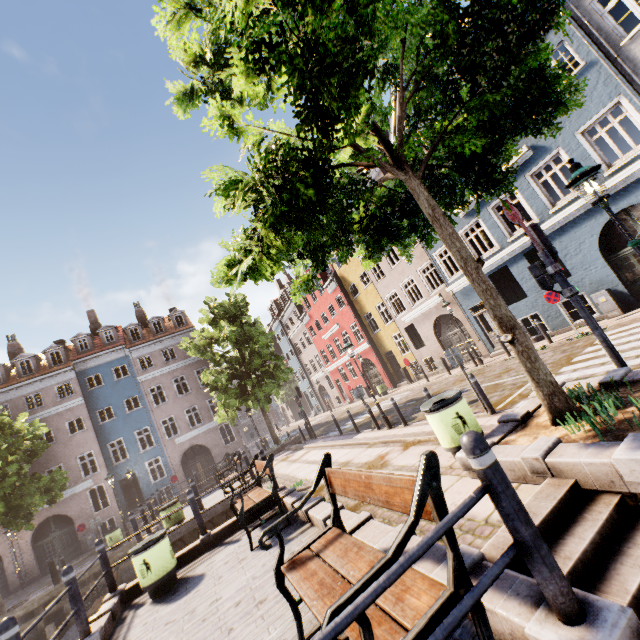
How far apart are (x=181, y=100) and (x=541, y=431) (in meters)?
8.70

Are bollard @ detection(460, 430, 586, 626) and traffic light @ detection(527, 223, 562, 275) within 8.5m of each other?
yes

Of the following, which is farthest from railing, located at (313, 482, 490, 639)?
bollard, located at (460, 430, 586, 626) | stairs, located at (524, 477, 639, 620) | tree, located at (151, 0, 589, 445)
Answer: tree, located at (151, 0, 589, 445)

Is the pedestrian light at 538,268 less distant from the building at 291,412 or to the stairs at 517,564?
the stairs at 517,564

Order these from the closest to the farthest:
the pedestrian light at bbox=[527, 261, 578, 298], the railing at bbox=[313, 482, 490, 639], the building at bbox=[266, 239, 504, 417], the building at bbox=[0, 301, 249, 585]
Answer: the railing at bbox=[313, 482, 490, 639] → the pedestrian light at bbox=[527, 261, 578, 298] → the building at bbox=[266, 239, 504, 417] → the building at bbox=[0, 301, 249, 585]

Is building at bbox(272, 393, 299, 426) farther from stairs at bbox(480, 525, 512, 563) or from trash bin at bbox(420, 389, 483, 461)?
stairs at bbox(480, 525, 512, 563)

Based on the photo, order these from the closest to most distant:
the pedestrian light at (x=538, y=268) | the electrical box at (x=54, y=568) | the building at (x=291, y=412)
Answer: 1. the pedestrian light at (x=538, y=268)
2. the electrical box at (x=54, y=568)
3. the building at (x=291, y=412)

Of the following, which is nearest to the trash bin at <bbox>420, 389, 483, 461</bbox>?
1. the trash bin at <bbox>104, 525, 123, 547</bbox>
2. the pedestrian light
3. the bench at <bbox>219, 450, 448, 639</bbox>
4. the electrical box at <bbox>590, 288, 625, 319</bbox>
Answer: the bench at <bbox>219, 450, 448, 639</bbox>
